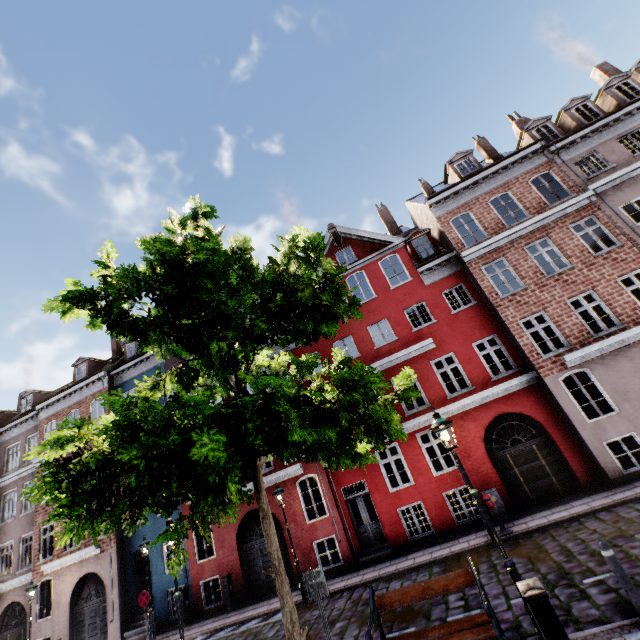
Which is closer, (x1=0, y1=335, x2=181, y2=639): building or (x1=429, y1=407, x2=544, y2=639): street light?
(x1=429, y1=407, x2=544, y2=639): street light

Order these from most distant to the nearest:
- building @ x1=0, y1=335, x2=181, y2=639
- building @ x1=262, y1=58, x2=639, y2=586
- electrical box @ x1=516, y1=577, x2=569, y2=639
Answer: building @ x1=0, y1=335, x2=181, y2=639 → building @ x1=262, y1=58, x2=639, y2=586 → electrical box @ x1=516, y1=577, x2=569, y2=639

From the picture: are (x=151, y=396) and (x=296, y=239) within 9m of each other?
yes

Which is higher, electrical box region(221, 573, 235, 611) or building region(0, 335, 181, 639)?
building region(0, 335, 181, 639)

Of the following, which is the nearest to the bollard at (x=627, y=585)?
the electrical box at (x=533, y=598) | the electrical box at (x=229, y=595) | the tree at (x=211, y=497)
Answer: the electrical box at (x=533, y=598)

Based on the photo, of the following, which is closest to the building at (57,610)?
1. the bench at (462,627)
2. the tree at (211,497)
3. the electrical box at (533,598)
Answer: A: the tree at (211,497)

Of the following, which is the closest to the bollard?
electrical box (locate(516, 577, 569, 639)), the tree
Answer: electrical box (locate(516, 577, 569, 639))

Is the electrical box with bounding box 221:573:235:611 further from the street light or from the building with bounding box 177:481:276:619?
the street light
